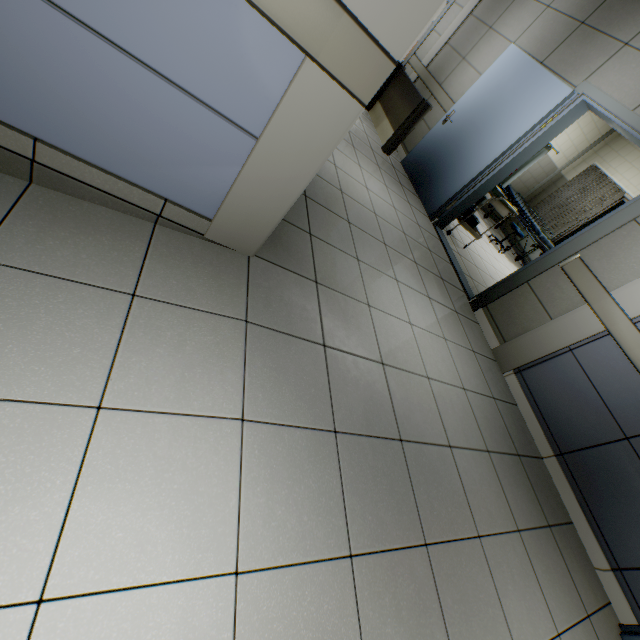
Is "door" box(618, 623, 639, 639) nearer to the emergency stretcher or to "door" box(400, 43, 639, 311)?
"door" box(400, 43, 639, 311)

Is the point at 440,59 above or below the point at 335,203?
above

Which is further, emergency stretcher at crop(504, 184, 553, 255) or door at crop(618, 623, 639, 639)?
emergency stretcher at crop(504, 184, 553, 255)

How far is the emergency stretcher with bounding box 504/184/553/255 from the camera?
7.00m

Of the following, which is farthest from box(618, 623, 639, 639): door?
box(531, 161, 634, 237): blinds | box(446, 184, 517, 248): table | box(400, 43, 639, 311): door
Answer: box(531, 161, 634, 237): blinds

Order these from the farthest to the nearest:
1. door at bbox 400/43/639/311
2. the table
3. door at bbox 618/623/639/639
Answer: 1. the table
2. door at bbox 400/43/639/311
3. door at bbox 618/623/639/639

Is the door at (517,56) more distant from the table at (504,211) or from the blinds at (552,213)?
the blinds at (552,213)

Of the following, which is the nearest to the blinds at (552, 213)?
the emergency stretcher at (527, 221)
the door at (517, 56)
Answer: the emergency stretcher at (527, 221)
